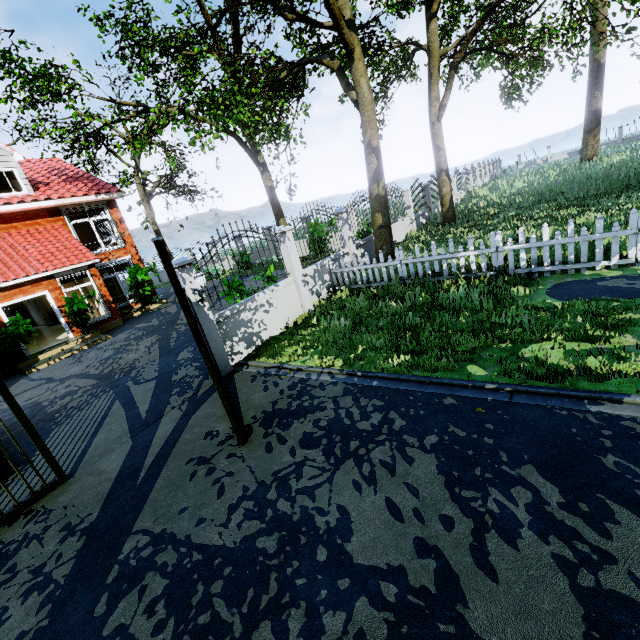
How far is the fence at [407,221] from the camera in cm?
1516

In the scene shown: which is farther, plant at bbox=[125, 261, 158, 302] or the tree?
plant at bbox=[125, 261, 158, 302]

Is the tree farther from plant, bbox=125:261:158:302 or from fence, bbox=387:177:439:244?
plant, bbox=125:261:158:302

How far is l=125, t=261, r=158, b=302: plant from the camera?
16.8 meters

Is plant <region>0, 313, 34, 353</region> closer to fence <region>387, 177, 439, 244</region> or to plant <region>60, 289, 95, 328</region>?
plant <region>60, 289, 95, 328</region>

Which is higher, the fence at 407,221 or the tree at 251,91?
the tree at 251,91

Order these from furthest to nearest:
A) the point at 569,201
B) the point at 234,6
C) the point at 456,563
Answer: the point at 234,6 < the point at 569,201 < the point at 456,563
